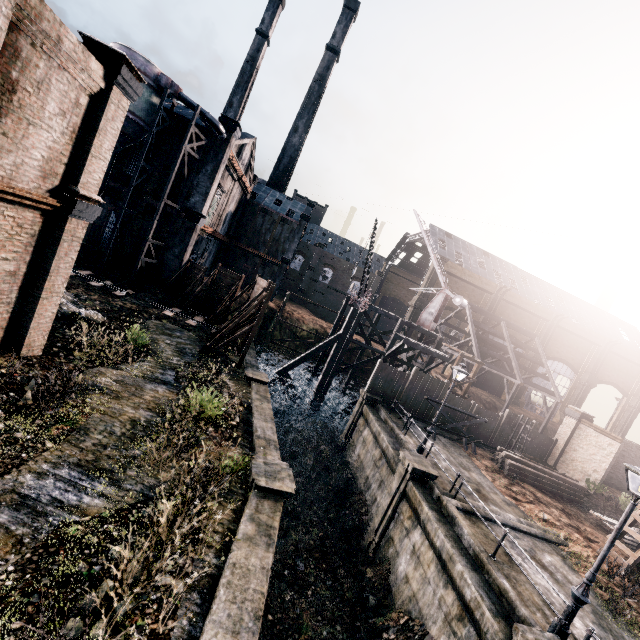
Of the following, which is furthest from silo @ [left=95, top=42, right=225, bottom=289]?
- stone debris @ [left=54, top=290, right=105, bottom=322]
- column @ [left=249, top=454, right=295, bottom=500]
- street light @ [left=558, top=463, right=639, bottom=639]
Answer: street light @ [left=558, top=463, right=639, bottom=639]

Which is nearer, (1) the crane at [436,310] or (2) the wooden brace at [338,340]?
(2) the wooden brace at [338,340]

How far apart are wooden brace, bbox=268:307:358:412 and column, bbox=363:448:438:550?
14.48m

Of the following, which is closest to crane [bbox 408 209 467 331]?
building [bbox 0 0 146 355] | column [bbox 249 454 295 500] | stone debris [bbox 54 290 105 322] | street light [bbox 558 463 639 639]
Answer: building [bbox 0 0 146 355]

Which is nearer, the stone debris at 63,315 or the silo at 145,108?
the stone debris at 63,315

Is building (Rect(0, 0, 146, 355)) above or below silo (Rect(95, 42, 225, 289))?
below

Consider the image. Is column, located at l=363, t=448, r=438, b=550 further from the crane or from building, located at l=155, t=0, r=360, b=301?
the crane

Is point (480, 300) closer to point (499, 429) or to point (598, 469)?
point (499, 429)
